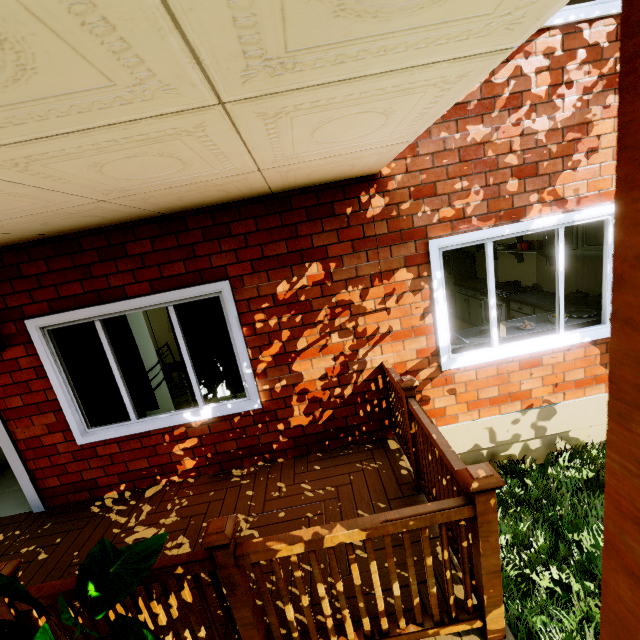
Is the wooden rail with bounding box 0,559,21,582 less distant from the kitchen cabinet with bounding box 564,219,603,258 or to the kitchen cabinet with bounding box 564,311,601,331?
the kitchen cabinet with bounding box 564,311,601,331

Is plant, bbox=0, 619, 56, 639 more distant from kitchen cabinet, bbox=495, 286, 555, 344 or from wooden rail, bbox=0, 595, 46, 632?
kitchen cabinet, bbox=495, 286, 555, 344

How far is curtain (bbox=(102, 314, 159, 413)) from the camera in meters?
3.3 m

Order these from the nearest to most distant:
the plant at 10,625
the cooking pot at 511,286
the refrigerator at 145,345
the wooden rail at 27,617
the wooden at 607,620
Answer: the wooden at 607,620 < the plant at 10,625 < the wooden rail at 27,617 < the refrigerator at 145,345 < the cooking pot at 511,286

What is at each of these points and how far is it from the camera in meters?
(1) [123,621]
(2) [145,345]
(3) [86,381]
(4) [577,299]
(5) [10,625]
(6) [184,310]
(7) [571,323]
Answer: (1) plant, 1.2 m
(2) refrigerator, 4.4 m
(3) curtain, 3.5 m
(4) cooking pot, 4.1 m
(5) plant, 1.2 m
(6) curtain, 3.3 m
(7) kitchen cabinet, 3.6 m

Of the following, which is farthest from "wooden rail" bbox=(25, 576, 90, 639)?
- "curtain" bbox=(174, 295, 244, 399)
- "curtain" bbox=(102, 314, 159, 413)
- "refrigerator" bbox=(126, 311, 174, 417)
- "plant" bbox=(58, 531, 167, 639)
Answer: "refrigerator" bbox=(126, 311, 174, 417)

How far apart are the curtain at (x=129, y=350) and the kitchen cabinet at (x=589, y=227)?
5.0 meters

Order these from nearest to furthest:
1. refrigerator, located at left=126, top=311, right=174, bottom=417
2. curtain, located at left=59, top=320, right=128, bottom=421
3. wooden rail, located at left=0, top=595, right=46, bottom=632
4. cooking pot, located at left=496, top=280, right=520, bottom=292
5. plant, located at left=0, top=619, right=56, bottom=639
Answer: plant, located at left=0, top=619, right=56, bottom=639
wooden rail, located at left=0, top=595, right=46, bottom=632
curtain, located at left=59, top=320, right=128, bottom=421
refrigerator, located at left=126, top=311, right=174, bottom=417
cooking pot, located at left=496, top=280, right=520, bottom=292
